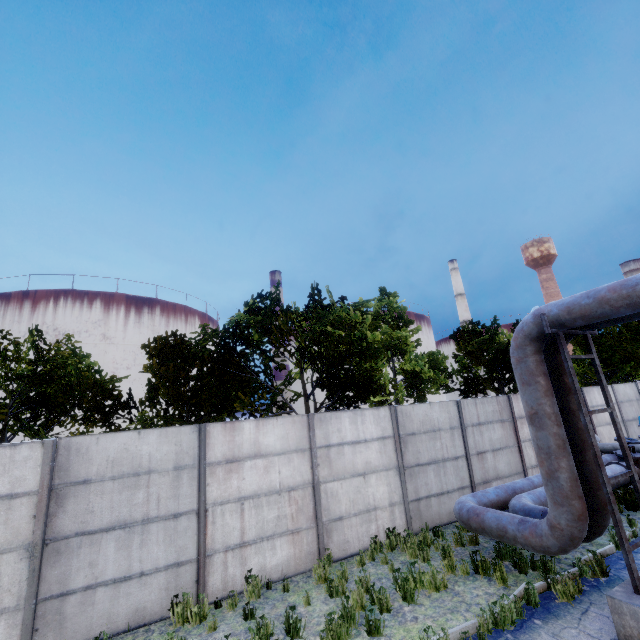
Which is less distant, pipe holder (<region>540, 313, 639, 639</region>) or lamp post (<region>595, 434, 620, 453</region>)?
pipe holder (<region>540, 313, 639, 639</region>)

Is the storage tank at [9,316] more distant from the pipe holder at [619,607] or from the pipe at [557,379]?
the pipe holder at [619,607]

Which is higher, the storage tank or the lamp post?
the storage tank

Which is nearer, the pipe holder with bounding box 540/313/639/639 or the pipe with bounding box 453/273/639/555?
the pipe holder with bounding box 540/313/639/639

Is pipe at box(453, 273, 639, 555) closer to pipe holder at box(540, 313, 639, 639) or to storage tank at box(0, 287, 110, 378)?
pipe holder at box(540, 313, 639, 639)

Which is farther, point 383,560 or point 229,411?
point 229,411

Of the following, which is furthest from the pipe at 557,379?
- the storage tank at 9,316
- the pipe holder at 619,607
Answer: the storage tank at 9,316

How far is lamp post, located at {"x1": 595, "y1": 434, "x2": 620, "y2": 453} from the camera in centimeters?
1166cm
